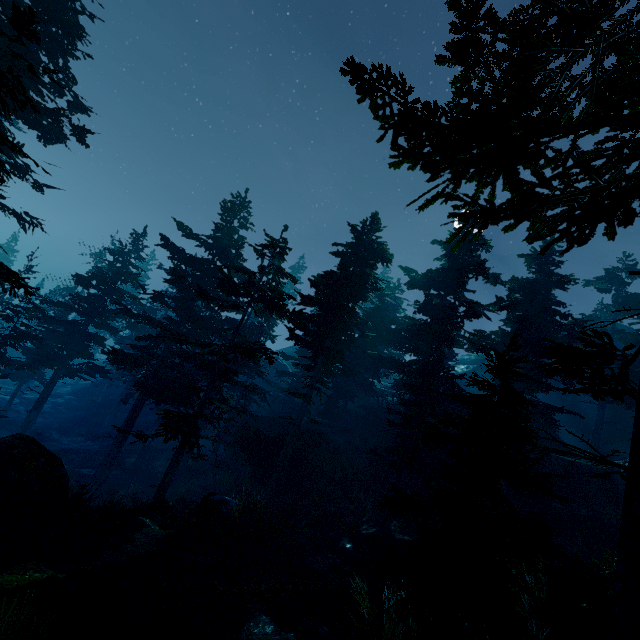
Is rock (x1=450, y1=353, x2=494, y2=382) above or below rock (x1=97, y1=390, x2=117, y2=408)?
above

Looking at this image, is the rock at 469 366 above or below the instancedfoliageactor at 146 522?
above

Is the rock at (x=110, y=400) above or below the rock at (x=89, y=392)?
above

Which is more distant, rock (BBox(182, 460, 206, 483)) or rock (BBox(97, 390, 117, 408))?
rock (BBox(97, 390, 117, 408))

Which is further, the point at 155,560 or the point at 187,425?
the point at 187,425

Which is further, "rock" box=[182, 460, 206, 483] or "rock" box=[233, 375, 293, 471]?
"rock" box=[182, 460, 206, 483]

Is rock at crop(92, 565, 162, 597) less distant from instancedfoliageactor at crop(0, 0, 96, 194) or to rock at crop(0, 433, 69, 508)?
instancedfoliageactor at crop(0, 0, 96, 194)

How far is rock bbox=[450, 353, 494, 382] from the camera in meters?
51.4
